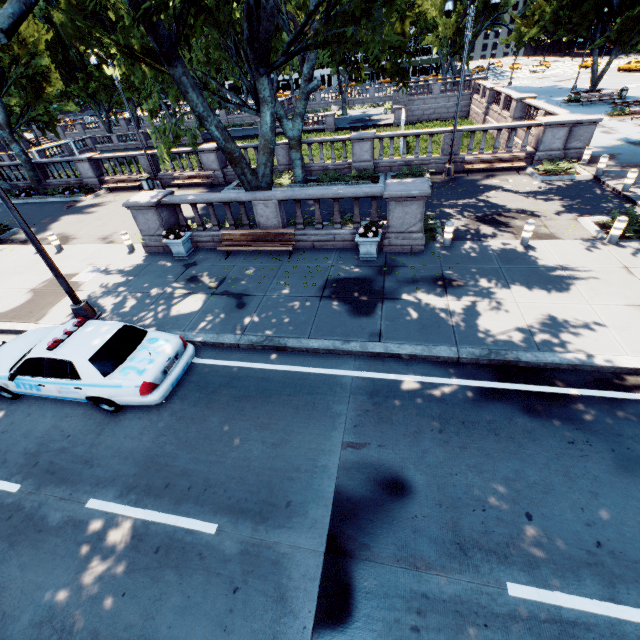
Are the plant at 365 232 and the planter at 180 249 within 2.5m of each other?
no

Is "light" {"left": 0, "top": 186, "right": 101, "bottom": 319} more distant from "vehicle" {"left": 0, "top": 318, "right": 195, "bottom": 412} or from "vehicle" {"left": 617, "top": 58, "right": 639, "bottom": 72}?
"vehicle" {"left": 617, "top": 58, "right": 639, "bottom": 72}

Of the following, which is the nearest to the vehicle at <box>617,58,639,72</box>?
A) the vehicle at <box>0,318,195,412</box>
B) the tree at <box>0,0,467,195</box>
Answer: the tree at <box>0,0,467,195</box>

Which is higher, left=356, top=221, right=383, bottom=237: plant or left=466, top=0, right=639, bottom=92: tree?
left=466, top=0, right=639, bottom=92: tree

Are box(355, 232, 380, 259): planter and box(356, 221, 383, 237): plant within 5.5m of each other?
yes

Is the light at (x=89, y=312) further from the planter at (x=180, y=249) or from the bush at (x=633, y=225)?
the bush at (x=633, y=225)

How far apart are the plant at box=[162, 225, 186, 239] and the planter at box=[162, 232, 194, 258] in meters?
0.0 m

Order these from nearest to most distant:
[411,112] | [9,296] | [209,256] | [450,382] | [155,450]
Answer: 1. [155,450]
2. [450,382]
3. [9,296]
4. [209,256]
5. [411,112]
